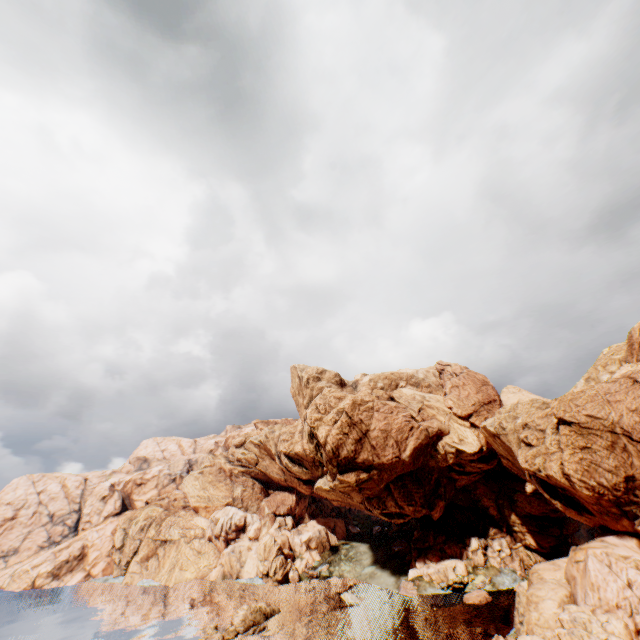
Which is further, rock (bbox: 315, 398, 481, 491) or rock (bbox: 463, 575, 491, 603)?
rock (bbox: 315, 398, 481, 491)

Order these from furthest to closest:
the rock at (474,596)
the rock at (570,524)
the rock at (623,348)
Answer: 1. the rock at (570,524)
2. the rock at (474,596)
3. the rock at (623,348)

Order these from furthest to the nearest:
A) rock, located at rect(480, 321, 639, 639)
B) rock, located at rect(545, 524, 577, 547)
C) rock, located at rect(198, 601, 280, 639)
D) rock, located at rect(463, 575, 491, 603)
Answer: rock, located at rect(545, 524, 577, 547), rock, located at rect(463, 575, 491, 603), rock, located at rect(198, 601, 280, 639), rock, located at rect(480, 321, 639, 639)

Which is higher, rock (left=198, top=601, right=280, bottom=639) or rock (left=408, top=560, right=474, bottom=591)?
rock (left=408, top=560, right=474, bottom=591)

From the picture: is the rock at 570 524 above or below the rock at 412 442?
below

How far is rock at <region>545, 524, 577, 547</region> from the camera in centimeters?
5933cm

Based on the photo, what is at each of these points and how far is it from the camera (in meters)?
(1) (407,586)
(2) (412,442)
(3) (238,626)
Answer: (1) rock, 56.97
(2) rock, 55.94
(3) rock, 46.25
